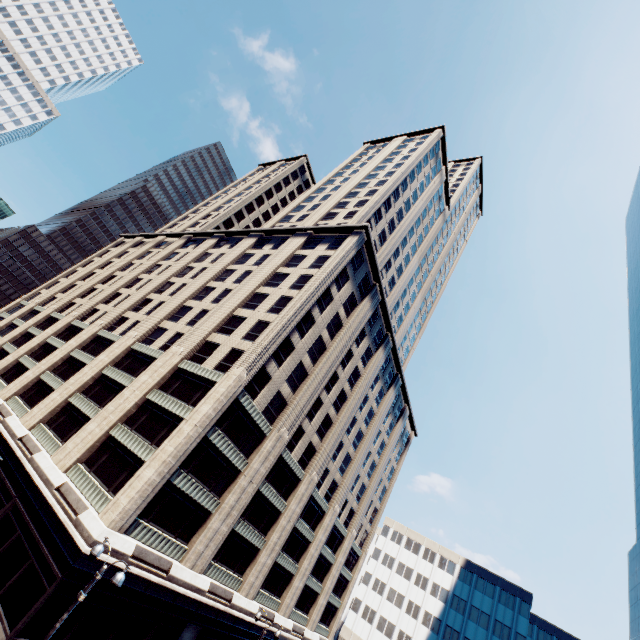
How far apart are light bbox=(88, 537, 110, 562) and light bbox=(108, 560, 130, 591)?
1.4m

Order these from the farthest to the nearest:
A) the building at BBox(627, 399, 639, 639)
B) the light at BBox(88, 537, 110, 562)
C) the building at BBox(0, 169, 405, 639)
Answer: the building at BBox(627, 399, 639, 639)
the building at BBox(0, 169, 405, 639)
the light at BBox(88, 537, 110, 562)

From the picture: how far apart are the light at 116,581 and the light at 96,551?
1.43m

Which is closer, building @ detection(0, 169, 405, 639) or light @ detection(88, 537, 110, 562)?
light @ detection(88, 537, 110, 562)

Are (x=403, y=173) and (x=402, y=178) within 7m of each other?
yes

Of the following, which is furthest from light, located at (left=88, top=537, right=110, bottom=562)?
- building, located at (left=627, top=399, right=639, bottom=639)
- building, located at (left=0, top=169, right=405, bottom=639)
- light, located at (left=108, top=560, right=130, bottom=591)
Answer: building, located at (left=627, top=399, right=639, bottom=639)

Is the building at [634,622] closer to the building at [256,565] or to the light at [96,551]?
the light at [96,551]
